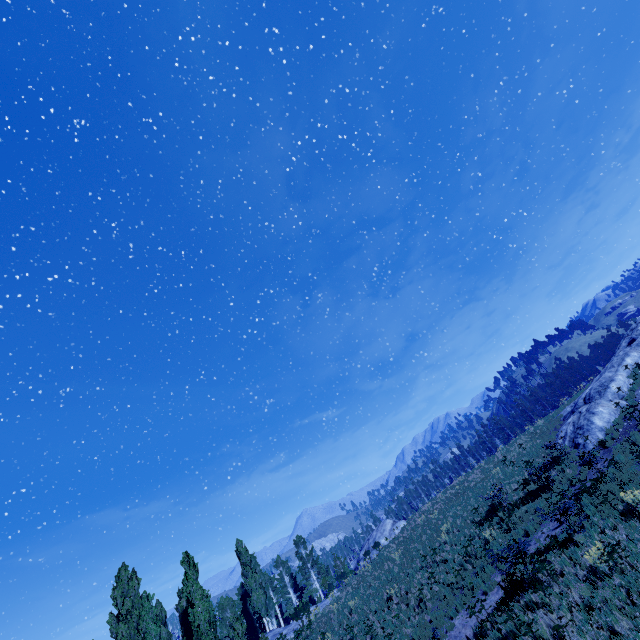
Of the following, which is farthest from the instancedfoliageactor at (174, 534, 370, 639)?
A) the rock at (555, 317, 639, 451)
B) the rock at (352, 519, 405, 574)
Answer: the rock at (555, 317, 639, 451)

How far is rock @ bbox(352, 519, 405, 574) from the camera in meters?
42.6 m

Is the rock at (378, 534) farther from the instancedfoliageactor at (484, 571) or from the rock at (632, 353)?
the rock at (632, 353)

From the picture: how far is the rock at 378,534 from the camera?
42.6 meters

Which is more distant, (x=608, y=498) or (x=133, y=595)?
(x=133, y=595)

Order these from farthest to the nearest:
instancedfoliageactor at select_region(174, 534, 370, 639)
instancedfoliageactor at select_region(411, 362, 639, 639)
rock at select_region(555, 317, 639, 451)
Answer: instancedfoliageactor at select_region(174, 534, 370, 639) → rock at select_region(555, 317, 639, 451) → instancedfoliageactor at select_region(411, 362, 639, 639)

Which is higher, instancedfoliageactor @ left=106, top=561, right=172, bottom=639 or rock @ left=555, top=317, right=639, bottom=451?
instancedfoliageactor @ left=106, top=561, right=172, bottom=639
